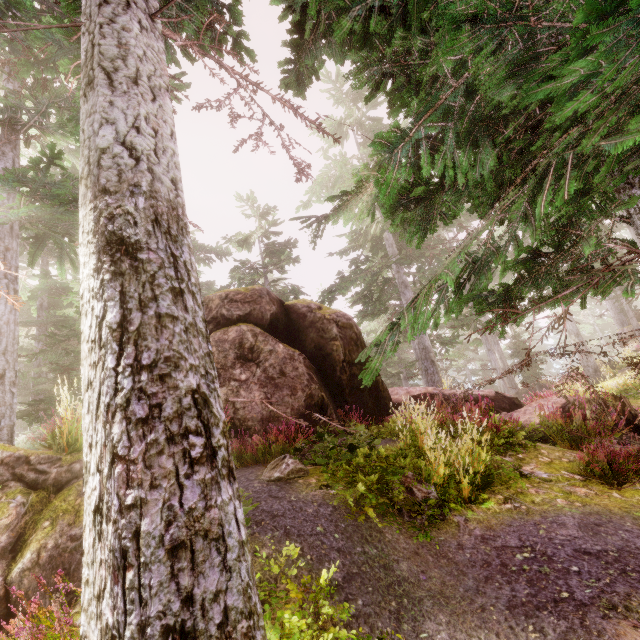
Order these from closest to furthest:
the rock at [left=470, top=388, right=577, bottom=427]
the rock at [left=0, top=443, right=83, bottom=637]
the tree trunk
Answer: the rock at [left=0, top=443, right=83, bottom=637] → the tree trunk → the rock at [left=470, top=388, right=577, bottom=427]

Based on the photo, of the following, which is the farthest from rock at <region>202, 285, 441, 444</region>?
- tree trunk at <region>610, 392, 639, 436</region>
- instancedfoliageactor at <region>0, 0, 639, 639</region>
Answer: tree trunk at <region>610, 392, 639, 436</region>

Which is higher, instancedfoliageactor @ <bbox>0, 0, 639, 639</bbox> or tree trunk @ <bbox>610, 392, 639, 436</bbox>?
instancedfoliageactor @ <bbox>0, 0, 639, 639</bbox>

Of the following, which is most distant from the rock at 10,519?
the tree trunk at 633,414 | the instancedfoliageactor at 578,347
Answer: the tree trunk at 633,414

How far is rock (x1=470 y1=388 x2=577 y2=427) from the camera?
10.3m

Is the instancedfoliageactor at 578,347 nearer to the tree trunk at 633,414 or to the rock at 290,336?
the rock at 290,336

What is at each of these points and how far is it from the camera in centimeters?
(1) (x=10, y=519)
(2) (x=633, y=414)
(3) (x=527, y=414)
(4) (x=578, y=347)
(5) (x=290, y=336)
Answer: (1) rock, 364cm
(2) tree trunk, 884cm
(3) rock, 1055cm
(4) instancedfoliageactor, 2450cm
(5) rock, 1076cm
